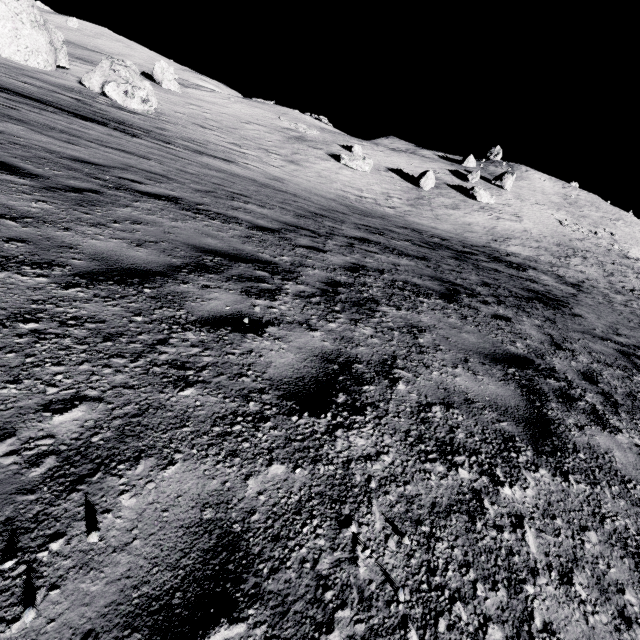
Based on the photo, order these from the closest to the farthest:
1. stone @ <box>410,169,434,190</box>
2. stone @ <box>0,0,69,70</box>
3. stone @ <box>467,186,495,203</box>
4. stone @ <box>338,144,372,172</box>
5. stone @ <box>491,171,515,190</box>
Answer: stone @ <box>0,0,69,70</box>, stone @ <box>338,144,372,172</box>, stone @ <box>410,169,434,190</box>, stone @ <box>467,186,495,203</box>, stone @ <box>491,171,515,190</box>

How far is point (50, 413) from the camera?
1.5 meters

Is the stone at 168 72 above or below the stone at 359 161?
above

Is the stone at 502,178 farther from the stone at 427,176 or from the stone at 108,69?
the stone at 108,69

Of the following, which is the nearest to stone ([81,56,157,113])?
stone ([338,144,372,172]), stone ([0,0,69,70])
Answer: stone ([0,0,69,70])

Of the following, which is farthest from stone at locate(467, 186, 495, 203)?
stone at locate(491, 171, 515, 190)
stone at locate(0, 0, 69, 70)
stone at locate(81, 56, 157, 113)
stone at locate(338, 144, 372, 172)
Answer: stone at locate(0, 0, 69, 70)

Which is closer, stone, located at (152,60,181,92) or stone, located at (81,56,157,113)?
stone, located at (81,56,157,113)

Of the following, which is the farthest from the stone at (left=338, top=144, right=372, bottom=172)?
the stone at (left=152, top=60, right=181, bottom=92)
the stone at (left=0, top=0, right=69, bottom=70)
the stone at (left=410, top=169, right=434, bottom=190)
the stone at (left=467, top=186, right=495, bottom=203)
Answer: the stone at (left=0, top=0, right=69, bottom=70)
